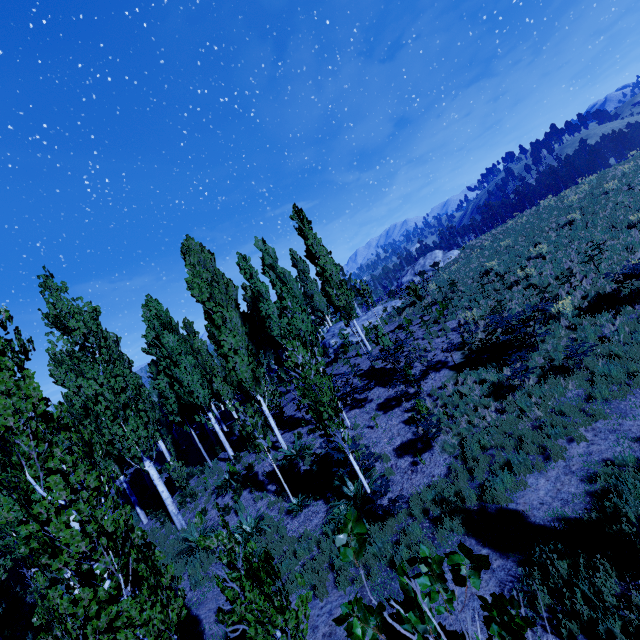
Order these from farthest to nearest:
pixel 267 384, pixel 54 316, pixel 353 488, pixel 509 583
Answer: pixel 267 384 < pixel 54 316 < pixel 353 488 < pixel 509 583

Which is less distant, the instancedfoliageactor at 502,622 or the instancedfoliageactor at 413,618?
the instancedfoliageactor at 502,622

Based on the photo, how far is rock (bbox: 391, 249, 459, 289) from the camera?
41.68m

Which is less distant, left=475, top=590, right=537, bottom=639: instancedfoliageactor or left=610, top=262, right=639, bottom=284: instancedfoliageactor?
left=475, top=590, right=537, bottom=639: instancedfoliageactor

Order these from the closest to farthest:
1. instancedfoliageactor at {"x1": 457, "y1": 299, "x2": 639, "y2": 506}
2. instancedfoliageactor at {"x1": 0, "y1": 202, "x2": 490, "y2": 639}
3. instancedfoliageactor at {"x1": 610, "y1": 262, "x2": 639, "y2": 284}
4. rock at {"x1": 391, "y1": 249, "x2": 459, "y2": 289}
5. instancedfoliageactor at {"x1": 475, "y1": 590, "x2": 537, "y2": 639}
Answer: instancedfoliageactor at {"x1": 475, "y1": 590, "x2": 537, "y2": 639}, instancedfoliageactor at {"x1": 0, "y1": 202, "x2": 490, "y2": 639}, instancedfoliageactor at {"x1": 457, "y1": 299, "x2": 639, "y2": 506}, instancedfoliageactor at {"x1": 610, "y1": 262, "x2": 639, "y2": 284}, rock at {"x1": 391, "y1": 249, "x2": 459, "y2": 289}

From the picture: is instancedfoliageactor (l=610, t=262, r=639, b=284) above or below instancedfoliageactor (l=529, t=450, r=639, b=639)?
above

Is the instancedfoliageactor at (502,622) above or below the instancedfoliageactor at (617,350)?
above
